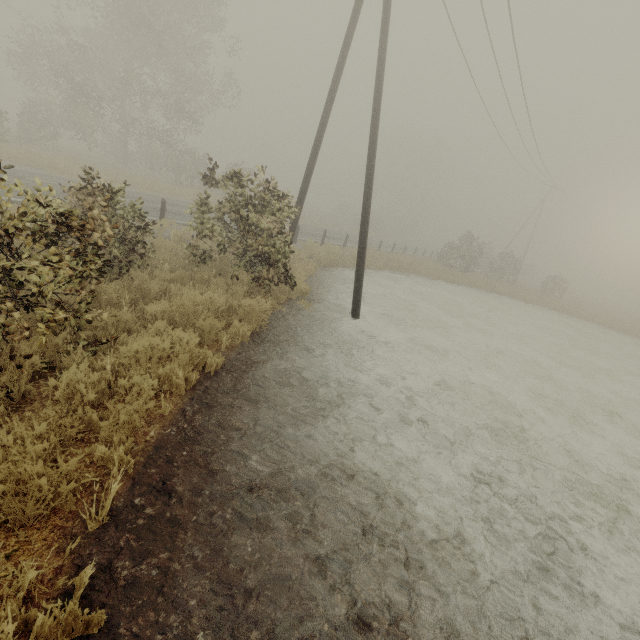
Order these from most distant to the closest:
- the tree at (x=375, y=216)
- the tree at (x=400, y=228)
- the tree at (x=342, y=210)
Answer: the tree at (x=400, y=228)
the tree at (x=342, y=210)
the tree at (x=375, y=216)

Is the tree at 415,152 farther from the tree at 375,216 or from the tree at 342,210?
→ the tree at 342,210

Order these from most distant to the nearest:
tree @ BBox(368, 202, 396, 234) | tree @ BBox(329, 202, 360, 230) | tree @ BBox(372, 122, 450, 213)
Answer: tree @ BBox(372, 122, 450, 213)
tree @ BBox(329, 202, 360, 230)
tree @ BBox(368, 202, 396, 234)

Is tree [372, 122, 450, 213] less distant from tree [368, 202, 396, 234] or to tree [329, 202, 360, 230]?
tree [368, 202, 396, 234]

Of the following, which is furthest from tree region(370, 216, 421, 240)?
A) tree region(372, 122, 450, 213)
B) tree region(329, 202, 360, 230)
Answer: tree region(372, 122, 450, 213)

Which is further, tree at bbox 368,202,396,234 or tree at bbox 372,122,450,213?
tree at bbox 372,122,450,213

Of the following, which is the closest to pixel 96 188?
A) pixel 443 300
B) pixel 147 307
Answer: pixel 147 307
